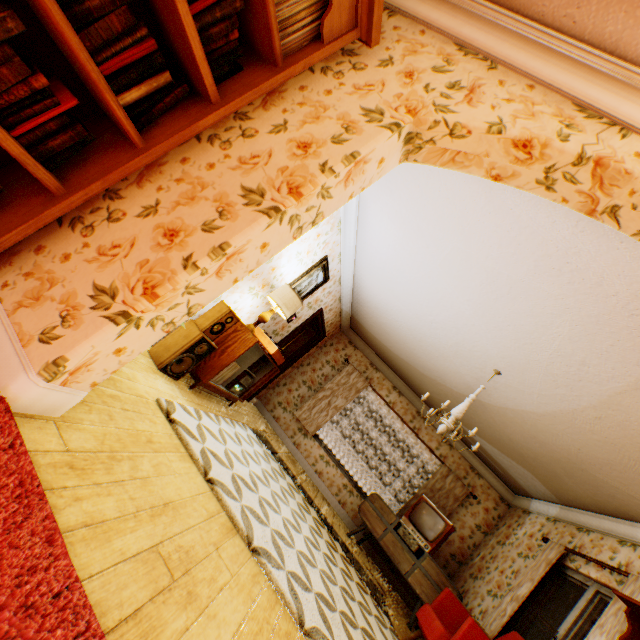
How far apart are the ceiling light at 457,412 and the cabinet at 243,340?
2.19m

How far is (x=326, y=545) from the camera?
4.1 meters

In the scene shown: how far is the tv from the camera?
5.23m

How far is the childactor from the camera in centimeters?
765cm

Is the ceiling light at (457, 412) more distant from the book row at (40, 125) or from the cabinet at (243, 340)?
the book row at (40, 125)

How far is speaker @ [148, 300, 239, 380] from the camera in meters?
3.4 m

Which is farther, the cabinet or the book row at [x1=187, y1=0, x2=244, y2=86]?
the cabinet

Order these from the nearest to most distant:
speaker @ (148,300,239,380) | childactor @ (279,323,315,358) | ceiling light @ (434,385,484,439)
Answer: speaker @ (148,300,239,380)
ceiling light @ (434,385,484,439)
childactor @ (279,323,315,358)
